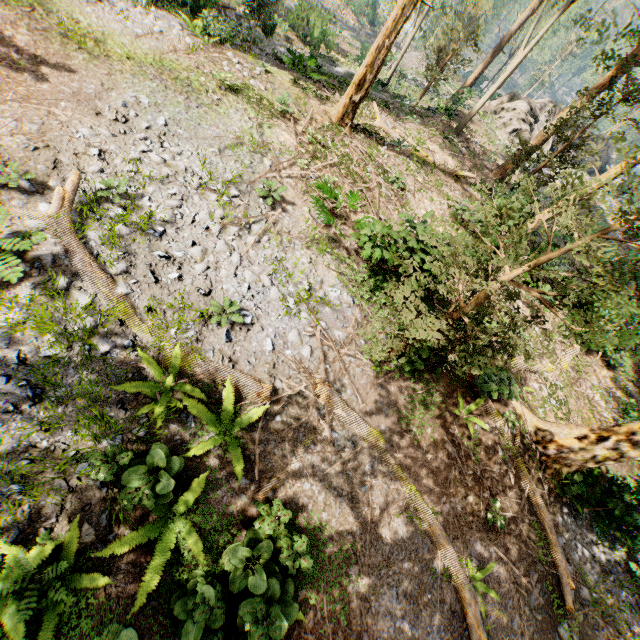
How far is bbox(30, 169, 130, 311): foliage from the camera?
6.6m

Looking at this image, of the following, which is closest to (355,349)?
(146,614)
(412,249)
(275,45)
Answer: (412,249)

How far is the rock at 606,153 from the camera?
42.0 meters

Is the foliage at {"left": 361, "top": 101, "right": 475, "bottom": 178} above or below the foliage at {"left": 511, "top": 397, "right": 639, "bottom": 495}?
below

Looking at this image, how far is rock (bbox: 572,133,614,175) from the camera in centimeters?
4199cm

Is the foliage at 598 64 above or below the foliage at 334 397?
above

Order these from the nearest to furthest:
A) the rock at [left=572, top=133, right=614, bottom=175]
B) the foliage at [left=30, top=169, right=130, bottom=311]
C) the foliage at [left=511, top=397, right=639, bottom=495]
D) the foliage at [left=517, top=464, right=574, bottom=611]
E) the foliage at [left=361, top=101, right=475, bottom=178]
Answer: the foliage at [left=30, top=169, right=130, bottom=311]
the foliage at [left=517, top=464, right=574, bottom=611]
the foliage at [left=511, top=397, right=639, bottom=495]
the foliage at [left=361, top=101, right=475, bottom=178]
the rock at [left=572, top=133, right=614, bottom=175]
